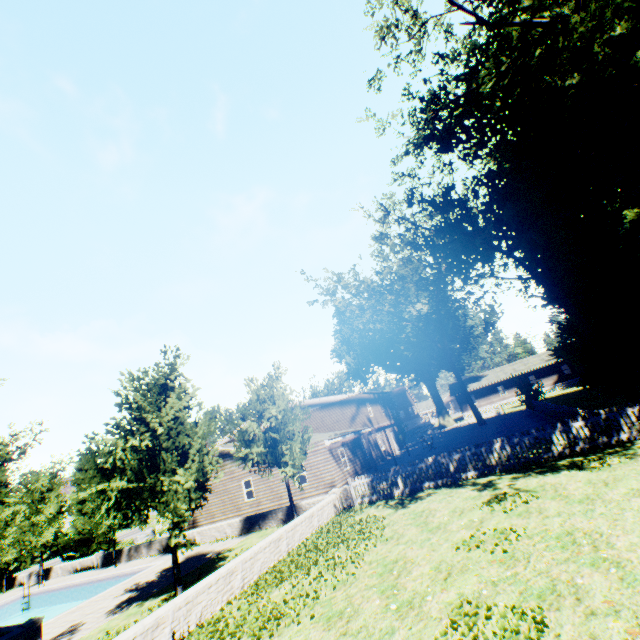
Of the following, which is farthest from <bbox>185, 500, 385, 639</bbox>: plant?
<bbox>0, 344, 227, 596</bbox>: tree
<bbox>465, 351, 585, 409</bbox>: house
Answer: <bbox>465, 351, 585, 409</bbox>: house

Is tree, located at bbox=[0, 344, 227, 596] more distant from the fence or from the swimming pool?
the swimming pool

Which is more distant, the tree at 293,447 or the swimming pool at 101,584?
the swimming pool at 101,584

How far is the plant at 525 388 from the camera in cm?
3041

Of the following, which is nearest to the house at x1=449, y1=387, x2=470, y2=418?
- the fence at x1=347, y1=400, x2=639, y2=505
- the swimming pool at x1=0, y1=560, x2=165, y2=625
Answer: the fence at x1=347, y1=400, x2=639, y2=505

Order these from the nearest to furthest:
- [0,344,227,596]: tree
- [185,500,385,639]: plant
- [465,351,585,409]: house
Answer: [185,500,385,639]: plant < [0,344,227,596]: tree < [465,351,585,409]: house

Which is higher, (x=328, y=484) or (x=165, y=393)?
(x=165, y=393)

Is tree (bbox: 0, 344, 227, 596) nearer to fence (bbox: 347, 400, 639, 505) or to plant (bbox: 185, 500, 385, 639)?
fence (bbox: 347, 400, 639, 505)
